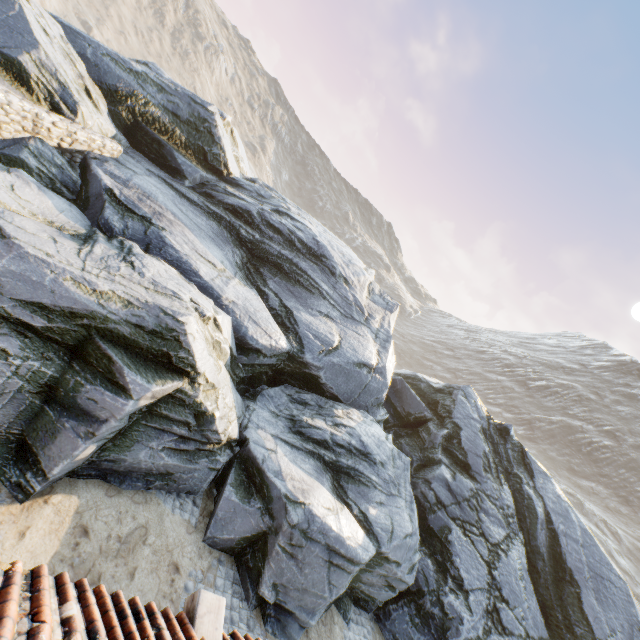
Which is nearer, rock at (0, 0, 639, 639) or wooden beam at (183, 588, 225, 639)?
wooden beam at (183, 588, 225, 639)

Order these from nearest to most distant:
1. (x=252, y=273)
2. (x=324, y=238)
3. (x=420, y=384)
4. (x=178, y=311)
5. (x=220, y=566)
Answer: (x=178, y=311), (x=220, y=566), (x=252, y=273), (x=324, y=238), (x=420, y=384)

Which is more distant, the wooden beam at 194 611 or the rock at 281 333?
the rock at 281 333
